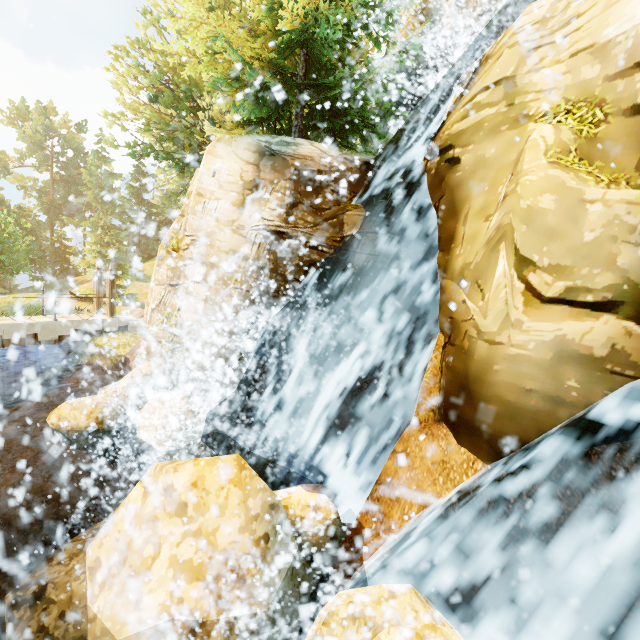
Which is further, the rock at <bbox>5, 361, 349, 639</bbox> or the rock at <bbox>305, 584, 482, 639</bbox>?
the rock at <bbox>5, 361, 349, 639</bbox>

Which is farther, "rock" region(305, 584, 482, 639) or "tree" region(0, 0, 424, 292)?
"tree" region(0, 0, 424, 292)

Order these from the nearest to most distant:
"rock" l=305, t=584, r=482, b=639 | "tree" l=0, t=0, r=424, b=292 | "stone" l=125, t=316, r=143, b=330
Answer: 1. "rock" l=305, t=584, r=482, b=639
2. "tree" l=0, t=0, r=424, b=292
3. "stone" l=125, t=316, r=143, b=330

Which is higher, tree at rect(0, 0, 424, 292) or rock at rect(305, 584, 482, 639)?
tree at rect(0, 0, 424, 292)

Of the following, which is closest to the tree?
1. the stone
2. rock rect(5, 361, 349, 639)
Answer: the stone

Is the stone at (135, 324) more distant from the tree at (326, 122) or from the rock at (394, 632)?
the rock at (394, 632)

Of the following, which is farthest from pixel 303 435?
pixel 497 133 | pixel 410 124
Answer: pixel 410 124
